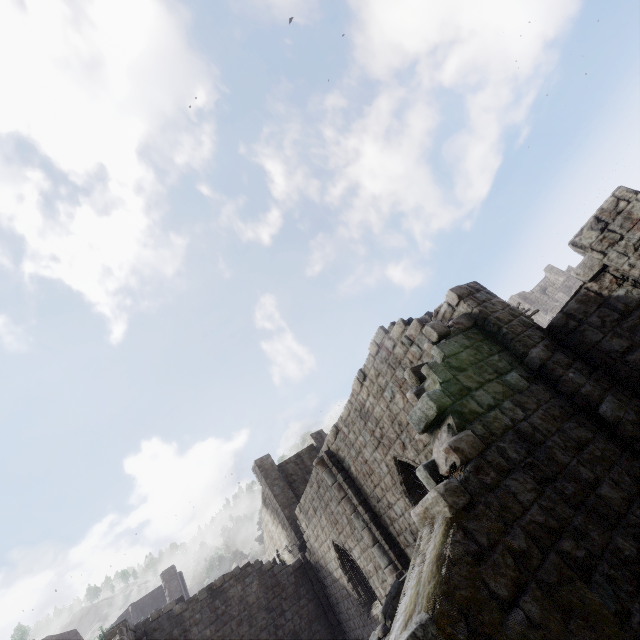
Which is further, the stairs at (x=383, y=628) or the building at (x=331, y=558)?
the stairs at (x=383, y=628)

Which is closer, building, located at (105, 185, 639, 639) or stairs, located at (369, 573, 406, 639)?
building, located at (105, 185, 639, 639)

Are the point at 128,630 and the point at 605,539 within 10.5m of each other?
no
